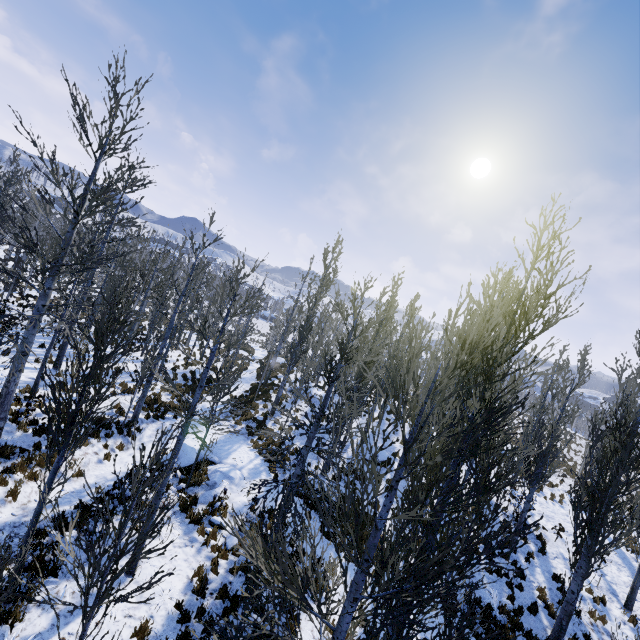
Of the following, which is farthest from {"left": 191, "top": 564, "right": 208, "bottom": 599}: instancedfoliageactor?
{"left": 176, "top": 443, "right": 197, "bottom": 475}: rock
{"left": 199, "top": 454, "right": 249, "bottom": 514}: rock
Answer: {"left": 176, "top": 443, "right": 197, "bottom": 475}: rock

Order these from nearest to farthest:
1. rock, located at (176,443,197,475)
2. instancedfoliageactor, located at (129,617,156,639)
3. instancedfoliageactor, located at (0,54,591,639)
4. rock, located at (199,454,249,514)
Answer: instancedfoliageactor, located at (0,54,591,639) → instancedfoliageactor, located at (129,617,156,639) → rock, located at (199,454,249,514) → rock, located at (176,443,197,475)

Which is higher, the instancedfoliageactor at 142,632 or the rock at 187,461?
the rock at 187,461

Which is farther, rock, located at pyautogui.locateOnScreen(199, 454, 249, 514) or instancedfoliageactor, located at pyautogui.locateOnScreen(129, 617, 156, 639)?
rock, located at pyautogui.locateOnScreen(199, 454, 249, 514)

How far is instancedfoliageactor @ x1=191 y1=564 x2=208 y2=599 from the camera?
7.6m

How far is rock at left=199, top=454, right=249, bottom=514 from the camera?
11.2 meters

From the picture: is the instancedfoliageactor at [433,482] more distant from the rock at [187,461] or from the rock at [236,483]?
the rock at [187,461]

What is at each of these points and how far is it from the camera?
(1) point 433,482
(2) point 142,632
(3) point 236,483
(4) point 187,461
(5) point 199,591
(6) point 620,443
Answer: (1) instancedfoliageactor, 12.10m
(2) instancedfoliageactor, 6.39m
(3) rock, 12.31m
(4) rock, 12.65m
(5) instancedfoliageactor, 7.55m
(6) instancedfoliageactor, 10.41m
